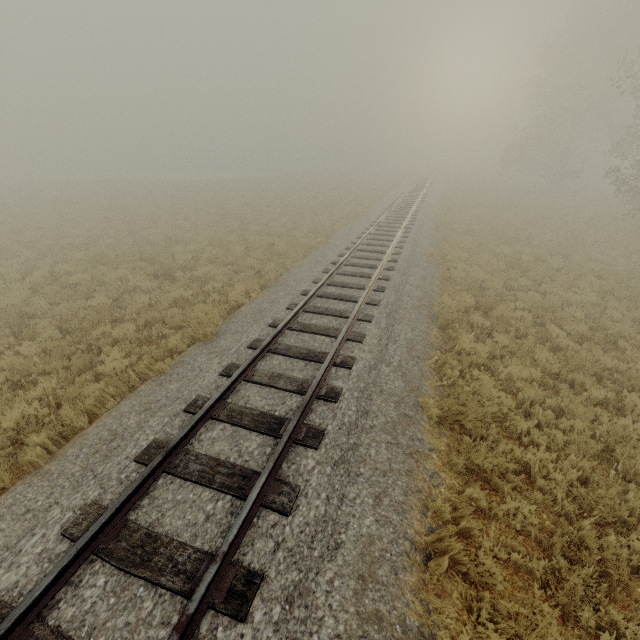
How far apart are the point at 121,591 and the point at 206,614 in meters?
1.0 m
